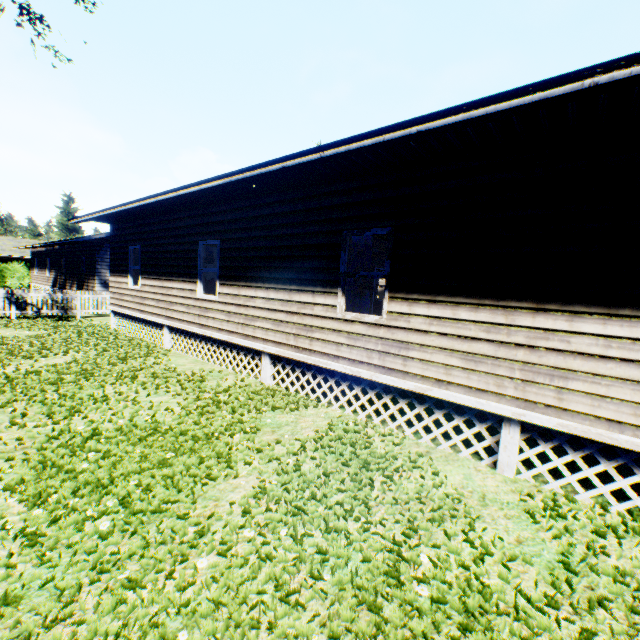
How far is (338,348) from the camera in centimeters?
609cm

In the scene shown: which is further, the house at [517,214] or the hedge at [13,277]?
the hedge at [13,277]

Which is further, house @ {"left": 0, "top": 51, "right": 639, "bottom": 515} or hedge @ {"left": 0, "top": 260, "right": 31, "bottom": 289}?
hedge @ {"left": 0, "top": 260, "right": 31, "bottom": 289}
